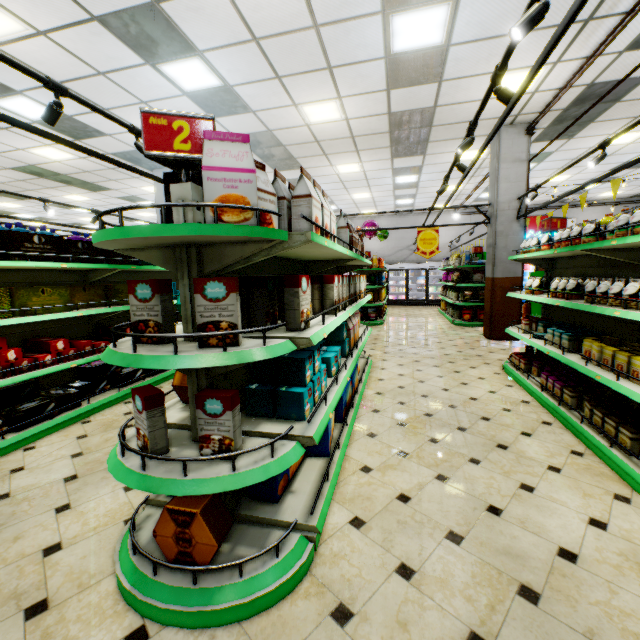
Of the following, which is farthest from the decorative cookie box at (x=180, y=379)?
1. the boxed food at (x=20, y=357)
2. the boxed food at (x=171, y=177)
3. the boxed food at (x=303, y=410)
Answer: the boxed food at (x=20, y=357)

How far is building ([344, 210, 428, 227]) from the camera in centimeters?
1742cm

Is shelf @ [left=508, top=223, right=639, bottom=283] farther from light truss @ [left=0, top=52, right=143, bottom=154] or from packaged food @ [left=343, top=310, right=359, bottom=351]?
packaged food @ [left=343, top=310, right=359, bottom=351]

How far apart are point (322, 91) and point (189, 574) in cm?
688

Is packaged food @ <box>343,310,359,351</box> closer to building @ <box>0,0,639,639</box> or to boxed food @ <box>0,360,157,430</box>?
building @ <box>0,0,639,639</box>

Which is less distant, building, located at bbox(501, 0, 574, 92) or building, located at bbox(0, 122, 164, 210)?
building, located at bbox(501, 0, 574, 92)

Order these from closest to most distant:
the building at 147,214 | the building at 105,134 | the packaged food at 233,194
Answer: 1. the packaged food at 233,194
2. the building at 105,134
3. the building at 147,214

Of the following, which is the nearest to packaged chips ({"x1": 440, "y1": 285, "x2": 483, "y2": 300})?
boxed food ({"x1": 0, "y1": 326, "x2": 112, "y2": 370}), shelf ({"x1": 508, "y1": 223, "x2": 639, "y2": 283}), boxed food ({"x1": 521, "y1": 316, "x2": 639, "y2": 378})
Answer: shelf ({"x1": 508, "y1": 223, "x2": 639, "y2": 283})
